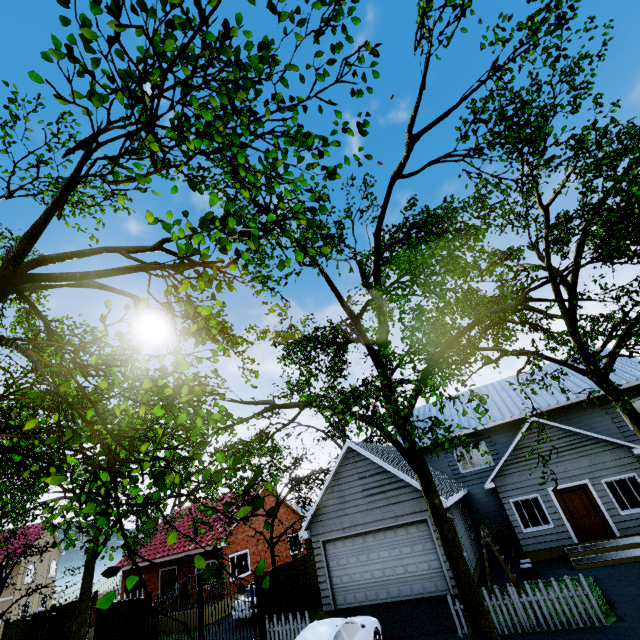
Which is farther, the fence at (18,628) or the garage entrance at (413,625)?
the fence at (18,628)

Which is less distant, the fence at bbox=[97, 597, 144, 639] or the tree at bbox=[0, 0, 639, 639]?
the tree at bbox=[0, 0, 639, 639]

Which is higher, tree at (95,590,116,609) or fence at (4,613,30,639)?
tree at (95,590,116,609)

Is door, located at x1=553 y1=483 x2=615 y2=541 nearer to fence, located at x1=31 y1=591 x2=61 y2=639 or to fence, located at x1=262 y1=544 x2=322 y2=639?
fence, located at x1=262 y1=544 x2=322 y2=639

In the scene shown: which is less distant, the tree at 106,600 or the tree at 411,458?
the tree at 106,600

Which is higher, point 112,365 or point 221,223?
point 221,223

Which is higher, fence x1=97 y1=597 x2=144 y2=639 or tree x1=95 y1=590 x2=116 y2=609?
tree x1=95 y1=590 x2=116 y2=609

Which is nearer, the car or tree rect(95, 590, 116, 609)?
tree rect(95, 590, 116, 609)
